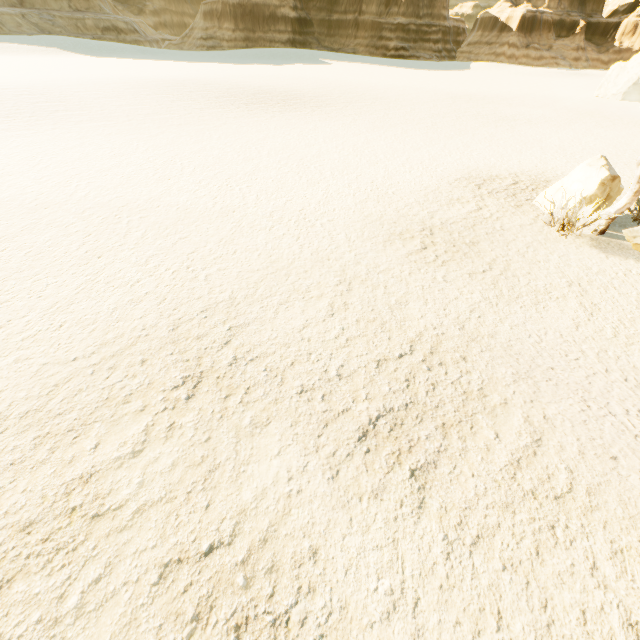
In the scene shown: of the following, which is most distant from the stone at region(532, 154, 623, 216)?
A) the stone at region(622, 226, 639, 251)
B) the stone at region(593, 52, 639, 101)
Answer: the stone at region(593, 52, 639, 101)

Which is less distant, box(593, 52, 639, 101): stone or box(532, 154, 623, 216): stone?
box(532, 154, 623, 216): stone

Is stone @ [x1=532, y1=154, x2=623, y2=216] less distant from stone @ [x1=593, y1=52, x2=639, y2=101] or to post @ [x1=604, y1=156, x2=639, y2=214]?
post @ [x1=604, y1=156, x2=639, y2=214]

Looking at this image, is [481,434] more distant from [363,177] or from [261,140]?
[261,140]

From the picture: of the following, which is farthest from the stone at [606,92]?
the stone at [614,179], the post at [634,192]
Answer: the post at [634,192]

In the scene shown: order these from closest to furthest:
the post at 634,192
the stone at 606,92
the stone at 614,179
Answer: the post at 634,192 → the stone at 614,179 → the stone at 606,92

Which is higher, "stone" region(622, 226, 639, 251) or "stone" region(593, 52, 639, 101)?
"stone" region(593, 52, 639, 101)

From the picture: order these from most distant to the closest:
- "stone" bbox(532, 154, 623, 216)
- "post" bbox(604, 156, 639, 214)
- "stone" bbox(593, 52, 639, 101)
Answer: "stone" bbox(593, 52, 639, 101)
"stone" bbox(532, 154, 623, 216)
"post" bbox(604, 156, 639, 214)
